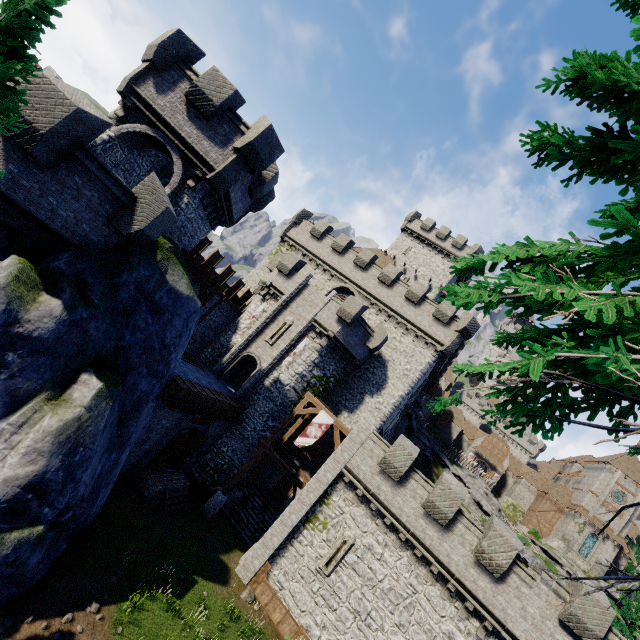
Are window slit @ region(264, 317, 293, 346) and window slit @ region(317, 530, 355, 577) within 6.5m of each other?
no

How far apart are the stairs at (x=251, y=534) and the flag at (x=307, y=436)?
7.0m

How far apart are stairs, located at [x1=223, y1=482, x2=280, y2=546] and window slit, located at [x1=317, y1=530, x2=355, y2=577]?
5.25m

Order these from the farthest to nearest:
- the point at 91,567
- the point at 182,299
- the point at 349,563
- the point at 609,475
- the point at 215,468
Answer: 1. the point at 609,475
2. the point at 215,468
3. the point at 349,563
4. the point at 182,299
5. the point at 91,567

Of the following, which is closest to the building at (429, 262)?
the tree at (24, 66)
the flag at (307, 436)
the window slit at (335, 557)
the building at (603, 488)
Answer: the flag at (307, 436)

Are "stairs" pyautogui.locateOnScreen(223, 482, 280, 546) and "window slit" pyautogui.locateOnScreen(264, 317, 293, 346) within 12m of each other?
yes

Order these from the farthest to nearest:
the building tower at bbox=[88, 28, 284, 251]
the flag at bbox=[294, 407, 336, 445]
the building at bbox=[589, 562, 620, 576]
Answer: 1. the building at bbox=[589, 562, 620, 576]
2. the flag at bbox=[294, 407, 336, 445]
3. the building tower at bbox=[88, 28, 284, 251]

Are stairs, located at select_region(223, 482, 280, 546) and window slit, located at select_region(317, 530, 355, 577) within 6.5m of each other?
yes
